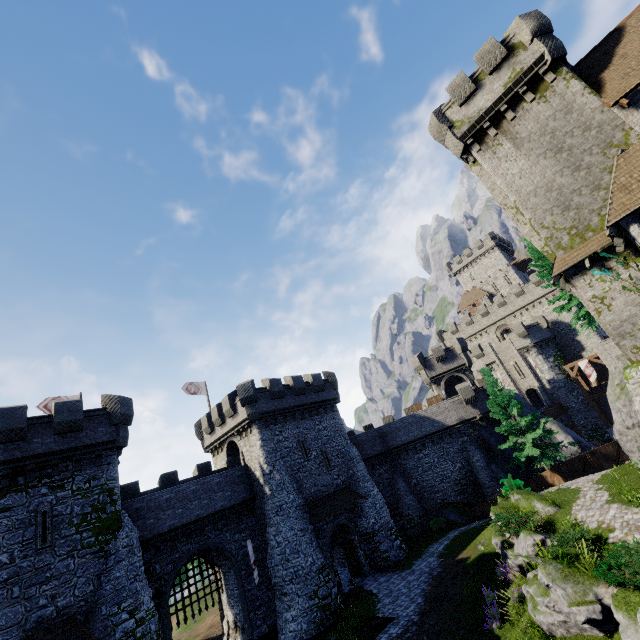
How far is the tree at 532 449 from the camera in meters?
26.0 m

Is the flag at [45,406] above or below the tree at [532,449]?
above

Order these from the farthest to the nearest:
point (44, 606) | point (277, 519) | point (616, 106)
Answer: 1. point (277, 519)
2. point (616, 106)
3. point (44, 606)

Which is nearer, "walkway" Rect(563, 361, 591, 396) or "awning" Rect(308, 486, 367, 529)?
"awning" Rect(308, 486, 367, 529)

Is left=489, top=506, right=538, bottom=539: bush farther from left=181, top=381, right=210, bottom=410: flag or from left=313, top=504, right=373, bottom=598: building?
left=181, top=381, right=210, bottom=410: flag

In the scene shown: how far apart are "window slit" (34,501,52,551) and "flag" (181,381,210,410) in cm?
1613

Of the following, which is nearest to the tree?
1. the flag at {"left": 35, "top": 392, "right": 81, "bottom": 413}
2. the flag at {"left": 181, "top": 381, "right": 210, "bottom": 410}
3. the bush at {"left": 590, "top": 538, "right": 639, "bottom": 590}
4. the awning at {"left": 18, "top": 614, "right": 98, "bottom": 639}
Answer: the bush at {"left": 590, "top": 538, "right": 639, "bottom": 590}

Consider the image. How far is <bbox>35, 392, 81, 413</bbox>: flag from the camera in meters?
25.9 m
